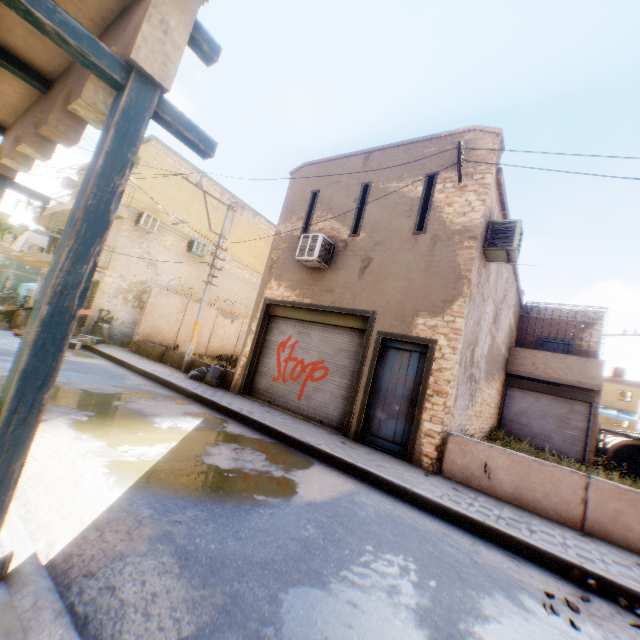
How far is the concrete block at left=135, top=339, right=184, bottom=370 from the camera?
13.30m

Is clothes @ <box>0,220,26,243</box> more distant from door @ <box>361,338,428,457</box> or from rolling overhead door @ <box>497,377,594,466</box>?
door @ <box>361,338,428,457</box>

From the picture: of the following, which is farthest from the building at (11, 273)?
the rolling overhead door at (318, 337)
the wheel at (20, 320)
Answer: the wheel at (20, 320)

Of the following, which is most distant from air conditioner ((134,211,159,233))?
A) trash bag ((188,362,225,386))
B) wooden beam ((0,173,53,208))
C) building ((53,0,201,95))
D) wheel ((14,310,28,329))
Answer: wheel ((14,310,28,329))

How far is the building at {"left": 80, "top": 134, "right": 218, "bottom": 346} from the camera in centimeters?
1639cm

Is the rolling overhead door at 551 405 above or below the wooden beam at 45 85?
below

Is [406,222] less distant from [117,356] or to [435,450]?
[435,450]

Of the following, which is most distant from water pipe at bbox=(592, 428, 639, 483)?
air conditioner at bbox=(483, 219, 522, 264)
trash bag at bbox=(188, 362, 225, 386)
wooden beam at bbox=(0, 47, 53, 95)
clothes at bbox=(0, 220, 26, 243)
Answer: wooden beam at bbox=(0, 47, 53, 95)
